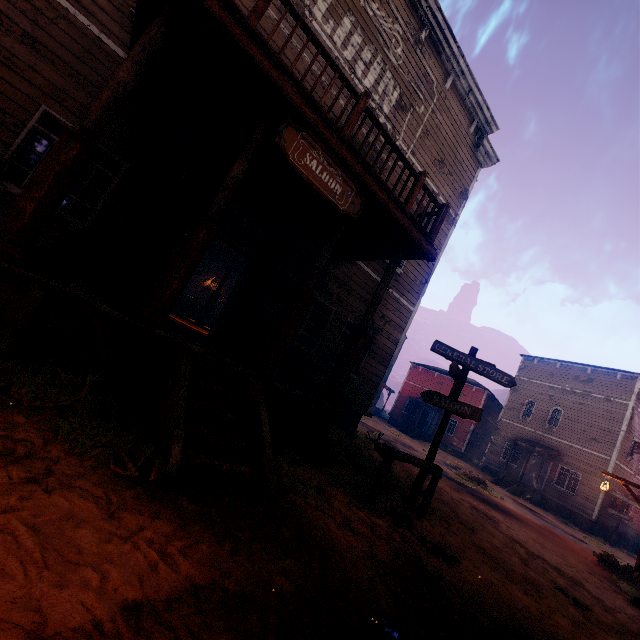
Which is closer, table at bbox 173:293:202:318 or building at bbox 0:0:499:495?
building at bbox 0:0:499:495

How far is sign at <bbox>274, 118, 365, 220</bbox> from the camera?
4.6m

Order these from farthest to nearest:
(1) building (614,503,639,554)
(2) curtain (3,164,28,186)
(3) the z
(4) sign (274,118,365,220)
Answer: (1) building (614,503,639,554) → (2) curtain (3,164,28,186) → (4) sign (274,118,365,220) → (3) the z

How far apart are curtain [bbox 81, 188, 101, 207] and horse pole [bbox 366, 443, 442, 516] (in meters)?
6.68

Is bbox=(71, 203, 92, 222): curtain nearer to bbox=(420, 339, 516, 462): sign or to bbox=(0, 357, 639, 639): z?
bbox=(0, 357, 639, 639): z

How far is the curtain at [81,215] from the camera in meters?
6.0

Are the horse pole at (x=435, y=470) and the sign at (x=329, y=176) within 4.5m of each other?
yes

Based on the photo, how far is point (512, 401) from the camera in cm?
2794
